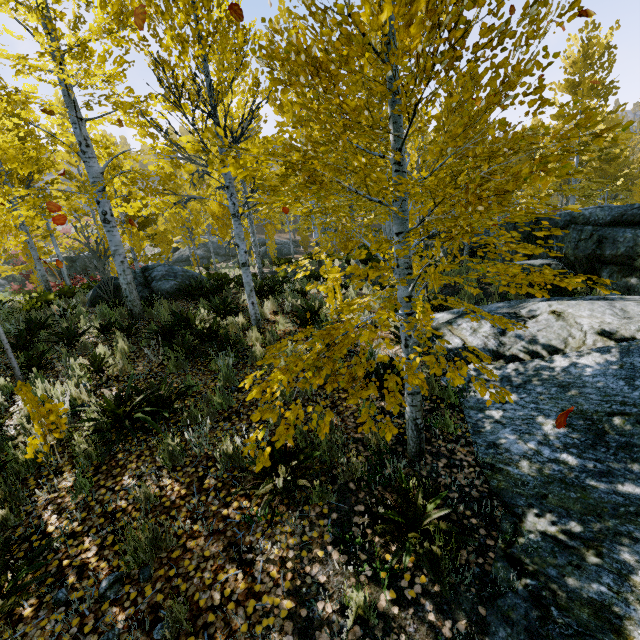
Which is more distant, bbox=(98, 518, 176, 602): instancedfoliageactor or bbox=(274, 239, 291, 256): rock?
bbox=(274, 239, 291, 256): rock

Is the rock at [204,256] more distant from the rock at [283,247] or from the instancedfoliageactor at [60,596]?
the instancedfoliageactor at [60,596]

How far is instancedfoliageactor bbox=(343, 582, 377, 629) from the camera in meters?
2.3 m

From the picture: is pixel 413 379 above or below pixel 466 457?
above

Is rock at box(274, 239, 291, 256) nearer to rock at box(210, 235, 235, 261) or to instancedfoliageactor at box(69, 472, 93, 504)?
rock at box(210, 235, 235, 261)

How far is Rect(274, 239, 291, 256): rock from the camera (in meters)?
30.71

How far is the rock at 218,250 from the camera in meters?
31.8

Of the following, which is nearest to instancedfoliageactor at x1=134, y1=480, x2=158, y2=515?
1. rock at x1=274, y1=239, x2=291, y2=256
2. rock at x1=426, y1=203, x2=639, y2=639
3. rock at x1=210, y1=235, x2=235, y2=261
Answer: rock at x1=426, y1=203, x2=639, y2=639
